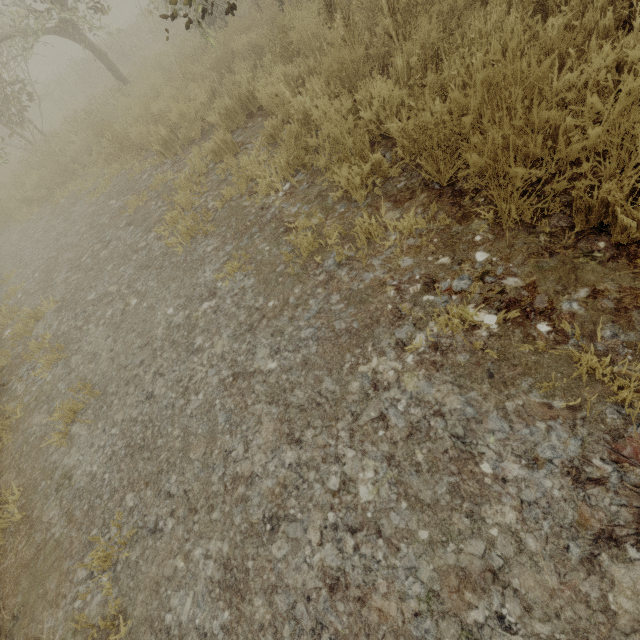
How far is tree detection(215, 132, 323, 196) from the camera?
3.5m

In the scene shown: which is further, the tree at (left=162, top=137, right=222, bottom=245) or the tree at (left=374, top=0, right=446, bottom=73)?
the tree at (left=162, top=137, right=222, bottom=245)

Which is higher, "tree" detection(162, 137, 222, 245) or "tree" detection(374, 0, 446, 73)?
"tree" detection(374, 0, 446, 73)

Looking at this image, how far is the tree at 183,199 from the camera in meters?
3.8 m

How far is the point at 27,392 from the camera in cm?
351

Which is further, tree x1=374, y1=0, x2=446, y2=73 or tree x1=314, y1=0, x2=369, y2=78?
tree x1=314, y1=0, x2=369, y2=78

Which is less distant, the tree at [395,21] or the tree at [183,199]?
the tree at [395,21]
